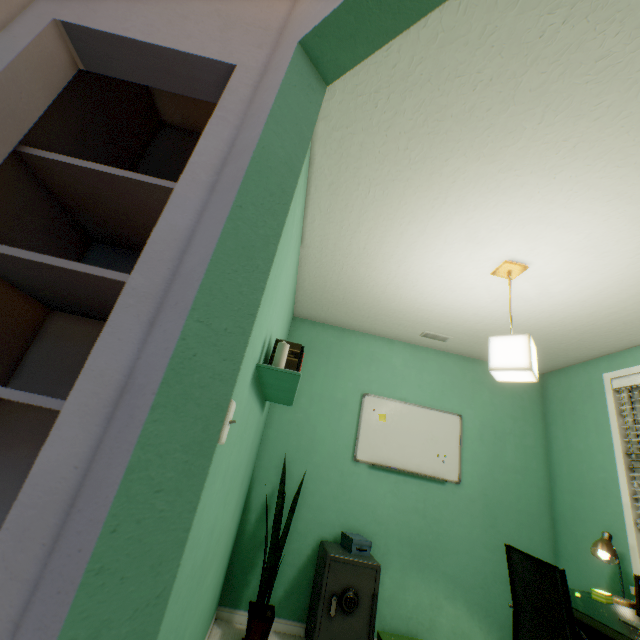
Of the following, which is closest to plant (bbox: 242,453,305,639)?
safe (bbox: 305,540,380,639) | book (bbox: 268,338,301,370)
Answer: safe (bbox: 305,540,380,639)

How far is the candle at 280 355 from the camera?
1.44m

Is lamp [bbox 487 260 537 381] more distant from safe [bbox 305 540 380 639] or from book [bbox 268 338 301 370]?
safe [bbox 305 540 380 639]

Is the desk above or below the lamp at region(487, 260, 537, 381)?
below

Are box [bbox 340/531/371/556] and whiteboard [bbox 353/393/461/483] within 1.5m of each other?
yes

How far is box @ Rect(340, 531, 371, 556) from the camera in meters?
2.4

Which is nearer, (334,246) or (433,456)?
(334,246)

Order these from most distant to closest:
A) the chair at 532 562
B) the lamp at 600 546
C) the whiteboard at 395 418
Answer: the whiteboard at 395 418 → the lamp at 600 546 → the chair at 532 562
